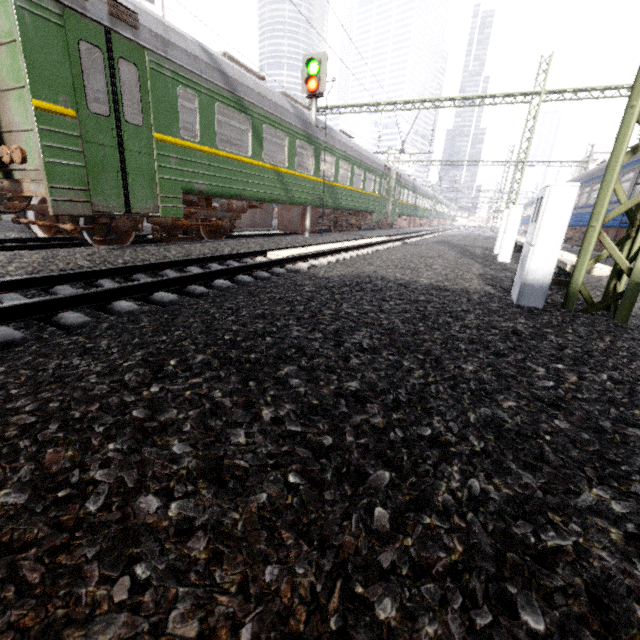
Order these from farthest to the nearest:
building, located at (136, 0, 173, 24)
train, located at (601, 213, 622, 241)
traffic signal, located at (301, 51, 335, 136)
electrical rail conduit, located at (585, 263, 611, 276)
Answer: building, located at (136, 0, 173, 24) → train, located at (601, 213, 622, 241) → traffic signal, located at (301, 51, 335, 136) → electrical rail conduit, located at (585, 263, 611, 276)

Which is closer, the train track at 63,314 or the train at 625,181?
the train track at 63,314

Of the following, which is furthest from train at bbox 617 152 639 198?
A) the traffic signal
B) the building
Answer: the building

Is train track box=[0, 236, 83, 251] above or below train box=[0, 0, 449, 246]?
below

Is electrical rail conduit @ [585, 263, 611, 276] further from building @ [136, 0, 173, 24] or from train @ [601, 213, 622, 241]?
building @ [136, 0, 173, 24]

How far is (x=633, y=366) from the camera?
2.4m

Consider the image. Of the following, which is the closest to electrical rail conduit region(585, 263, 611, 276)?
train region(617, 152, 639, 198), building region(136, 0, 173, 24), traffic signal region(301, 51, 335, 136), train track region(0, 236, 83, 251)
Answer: train region(617, 152, 639, 198)
